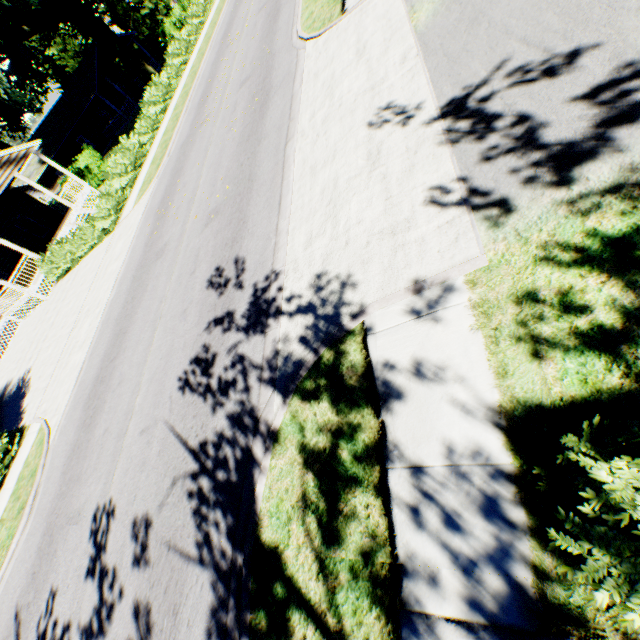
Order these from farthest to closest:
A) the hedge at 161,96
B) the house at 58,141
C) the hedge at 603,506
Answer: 1. the house at 58,141
2. the hedge at 161,96
3. the hedge at 603,506

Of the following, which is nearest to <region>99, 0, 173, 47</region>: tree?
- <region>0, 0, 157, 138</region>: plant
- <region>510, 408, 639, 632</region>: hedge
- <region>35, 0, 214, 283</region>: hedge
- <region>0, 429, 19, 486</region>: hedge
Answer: <region>35, 0, 214, 283</region>: hedge

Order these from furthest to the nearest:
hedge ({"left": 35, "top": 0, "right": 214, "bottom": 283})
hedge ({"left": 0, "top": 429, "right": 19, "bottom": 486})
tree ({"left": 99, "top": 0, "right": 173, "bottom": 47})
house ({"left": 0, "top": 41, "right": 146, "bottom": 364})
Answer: tree ({"left": 99, "top": 0, "right": 173, "bottom": 47})
house ({"left": 0, "top": 41, "right": 146, "bottom": 364})
hedge ({"left": 35, "top": 0, "right": 214, "bottom": 283})
hedge ({"left": 0, "top": 429, "right": 19, "bottom": 486})

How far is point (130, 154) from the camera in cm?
1844

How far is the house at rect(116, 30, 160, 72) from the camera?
35.9 meters

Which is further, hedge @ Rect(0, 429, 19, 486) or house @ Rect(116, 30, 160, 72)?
house @ Rect(116, 30, 160, 72)

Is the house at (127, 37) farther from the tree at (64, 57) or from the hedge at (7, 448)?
the hedge at (7, 448)

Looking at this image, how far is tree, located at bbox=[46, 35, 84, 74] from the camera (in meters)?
44.91
